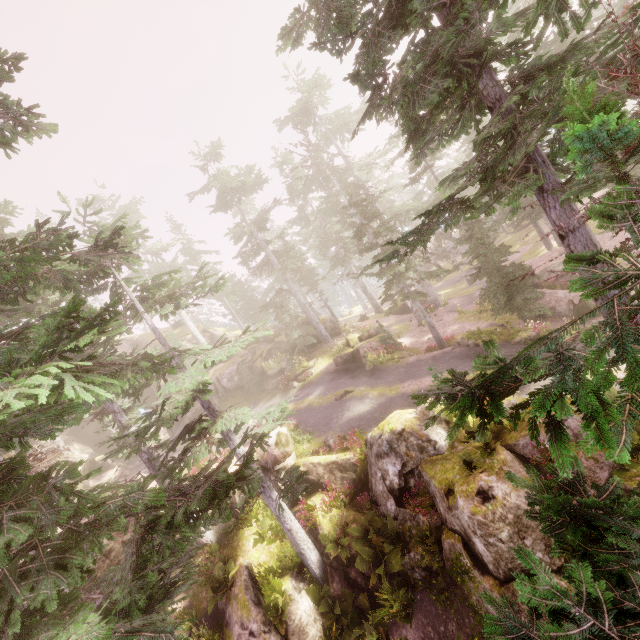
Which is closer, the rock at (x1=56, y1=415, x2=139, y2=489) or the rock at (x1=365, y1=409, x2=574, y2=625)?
the rock at (x1=365, y1=409, x2=574, y2=625)

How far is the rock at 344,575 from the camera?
12.9 meters

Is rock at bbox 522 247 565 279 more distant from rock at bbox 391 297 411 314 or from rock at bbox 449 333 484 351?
rock at bbox 449 333 484 351

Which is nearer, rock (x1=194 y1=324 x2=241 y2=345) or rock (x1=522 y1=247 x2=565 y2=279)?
rock (x1=522 y1=247 x2=565 y2=279)

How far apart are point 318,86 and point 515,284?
23.3m

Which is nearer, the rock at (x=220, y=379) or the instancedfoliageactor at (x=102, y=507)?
the instancedfoliageactor at (x=102, y=507)

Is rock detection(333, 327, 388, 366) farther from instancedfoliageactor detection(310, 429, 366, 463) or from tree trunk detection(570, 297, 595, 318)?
tree trunk detection(570, 297, 595, 318)

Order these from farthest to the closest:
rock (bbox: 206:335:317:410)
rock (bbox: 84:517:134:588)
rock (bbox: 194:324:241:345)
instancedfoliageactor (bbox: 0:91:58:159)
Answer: rock (bbox: 194:324:241:345)
rock (bbox: 206:335:317:410)
rock (bbox: 84:517:134:588)
instancedfoliageactor (bbox: 0:91:58:159)
